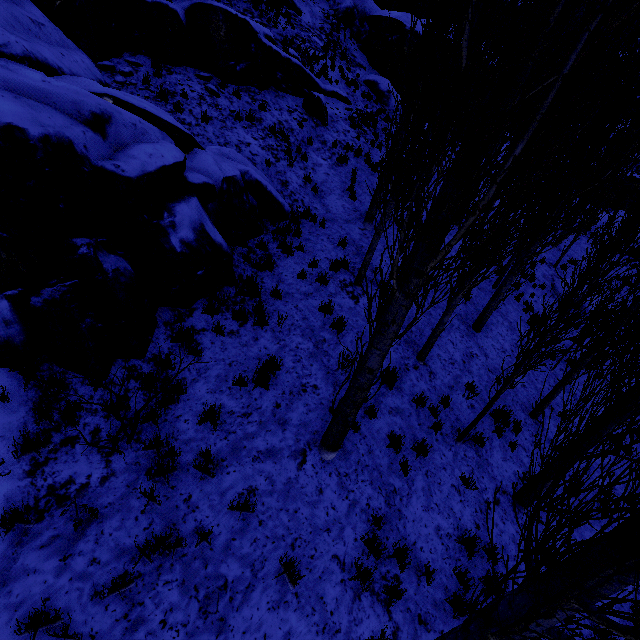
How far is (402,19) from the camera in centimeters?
2131cm

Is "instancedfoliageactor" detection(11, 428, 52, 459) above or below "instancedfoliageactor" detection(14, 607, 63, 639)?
above

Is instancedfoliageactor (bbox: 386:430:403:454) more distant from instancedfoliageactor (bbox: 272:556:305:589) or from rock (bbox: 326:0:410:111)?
rock (bbox: 326:0:410:111)

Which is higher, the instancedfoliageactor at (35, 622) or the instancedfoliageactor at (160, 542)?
the instancedfoliageactor at (35, 622)

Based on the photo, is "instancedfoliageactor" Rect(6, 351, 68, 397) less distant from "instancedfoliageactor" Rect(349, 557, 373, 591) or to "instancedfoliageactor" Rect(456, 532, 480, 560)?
"instancedfoliageactor" Rect(349, 557, 373, 591)

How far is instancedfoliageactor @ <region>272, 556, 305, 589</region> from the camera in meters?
4.0 m

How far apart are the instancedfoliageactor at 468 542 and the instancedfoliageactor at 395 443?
1.7m

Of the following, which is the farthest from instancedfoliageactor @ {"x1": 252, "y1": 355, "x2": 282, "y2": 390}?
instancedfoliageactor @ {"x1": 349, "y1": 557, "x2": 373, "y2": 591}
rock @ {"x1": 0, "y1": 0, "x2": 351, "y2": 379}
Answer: instancedfoliageactor @ {"x1": 349, "y1": 557, "x2": 373, "y2": 591}
